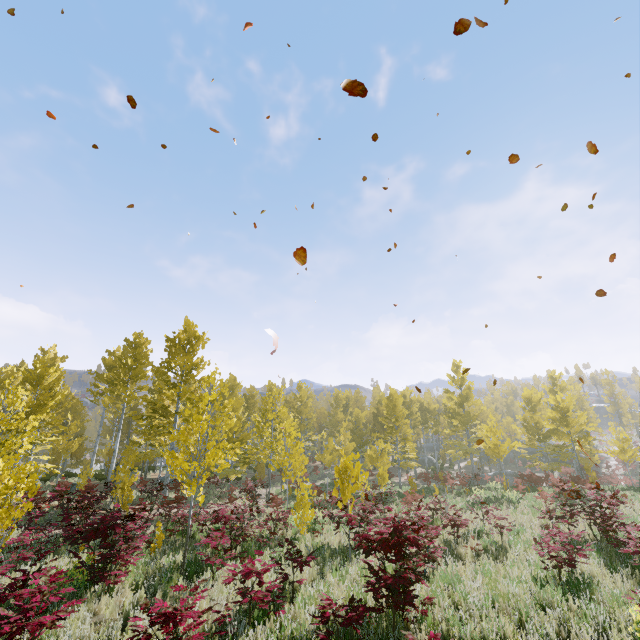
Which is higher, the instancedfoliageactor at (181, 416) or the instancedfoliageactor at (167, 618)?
the instancedfoliageactor at (181, 416)

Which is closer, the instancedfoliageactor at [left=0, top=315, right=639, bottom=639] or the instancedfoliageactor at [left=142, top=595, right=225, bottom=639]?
the instancedfoliageactor at [left=142, top=595, right=225, bottom=639]

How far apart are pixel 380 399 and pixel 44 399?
31.2m

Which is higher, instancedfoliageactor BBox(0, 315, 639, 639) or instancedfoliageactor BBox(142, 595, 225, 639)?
instancedfoliageactor BBox(0, 315, 639, 639)

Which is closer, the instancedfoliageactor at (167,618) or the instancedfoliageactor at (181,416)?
the instancedfoliageactor at (167,618)
